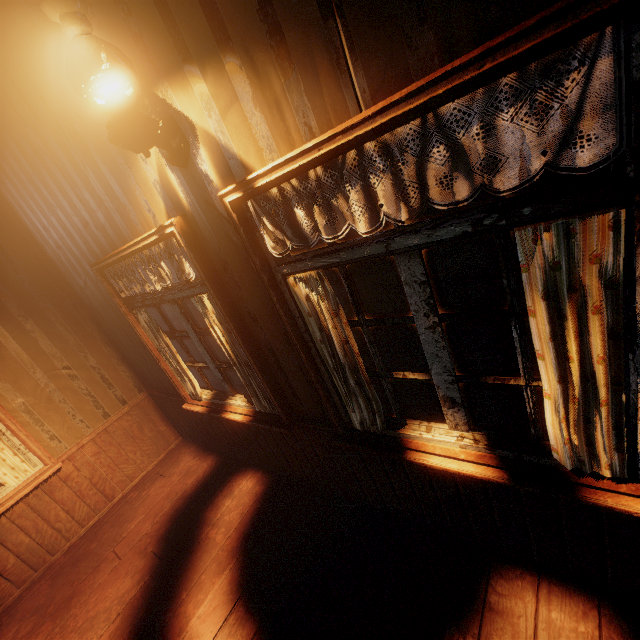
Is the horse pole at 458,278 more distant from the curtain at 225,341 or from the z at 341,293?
the curtain at 225,341

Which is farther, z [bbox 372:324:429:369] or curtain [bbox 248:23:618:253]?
z [bbox 372:324:429:369]

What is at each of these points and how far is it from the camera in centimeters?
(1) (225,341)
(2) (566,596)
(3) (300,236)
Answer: (1) curtain, 234cm
(2) building, 167cm
(3) curtain, 143cm

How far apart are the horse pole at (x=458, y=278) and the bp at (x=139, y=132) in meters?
5.2 m

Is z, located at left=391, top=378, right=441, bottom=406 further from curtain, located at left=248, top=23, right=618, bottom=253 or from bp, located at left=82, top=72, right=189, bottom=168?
bp, located at left=82, top=72, right=189, bottom=168

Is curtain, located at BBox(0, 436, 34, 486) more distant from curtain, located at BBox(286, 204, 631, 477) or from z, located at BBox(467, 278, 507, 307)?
z, located at BBox(467, 278, 507, 307)

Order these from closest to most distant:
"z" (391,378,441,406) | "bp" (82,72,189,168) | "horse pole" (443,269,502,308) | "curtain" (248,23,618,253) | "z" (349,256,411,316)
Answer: "curtain" (248,23,618,253)
"bp" (82,72,189,168)
"z" (391,378,441,406)
"horse pole" (443,269,502,308)
"z" (349,256,411,316)

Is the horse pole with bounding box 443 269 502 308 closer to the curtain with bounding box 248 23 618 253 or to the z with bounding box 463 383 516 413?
the z with bounding box 463 383 516 413
